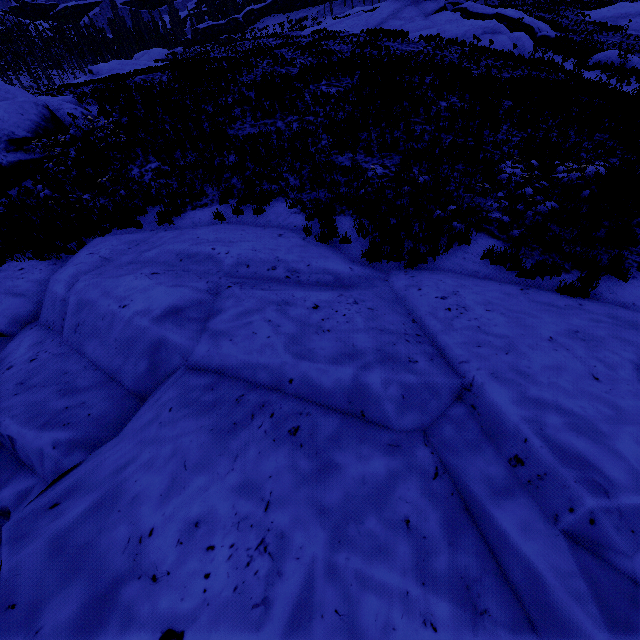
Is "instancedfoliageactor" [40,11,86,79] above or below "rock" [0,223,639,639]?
above

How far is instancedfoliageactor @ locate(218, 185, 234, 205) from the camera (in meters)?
9.93

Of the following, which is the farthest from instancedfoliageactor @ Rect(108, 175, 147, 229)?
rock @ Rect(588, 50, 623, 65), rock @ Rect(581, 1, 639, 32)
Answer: rock @ Rect(588, 50, 623, 65)

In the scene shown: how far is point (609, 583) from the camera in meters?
2.5 m

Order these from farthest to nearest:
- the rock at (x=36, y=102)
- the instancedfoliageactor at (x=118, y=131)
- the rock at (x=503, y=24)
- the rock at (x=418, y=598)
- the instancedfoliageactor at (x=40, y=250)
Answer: the rock at (x=503, y=24)
the rock at (x=36, y=102)
the instancedfoliageactor at (x=118, y=131)
the instancedfoliageactor at (x=40, y=250)
the rock at (x=418, y=598)

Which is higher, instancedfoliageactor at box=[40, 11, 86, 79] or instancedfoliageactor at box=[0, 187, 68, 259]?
instancedfoliageactor at box=[40, 11, 86, 79]

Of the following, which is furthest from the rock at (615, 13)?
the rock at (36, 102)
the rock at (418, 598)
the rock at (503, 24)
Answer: the rock at (36, 102)

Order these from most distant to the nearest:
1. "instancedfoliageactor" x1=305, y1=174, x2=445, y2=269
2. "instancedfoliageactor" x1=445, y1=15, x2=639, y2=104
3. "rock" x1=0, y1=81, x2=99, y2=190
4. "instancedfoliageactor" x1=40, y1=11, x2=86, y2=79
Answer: "instancedfoliageactor" x1=40, y1=11, x2=86, y2=79
"instancedfoliageactor" x1=445, y1=15, x2=639, y2=104
"rock" x1=0, y1=81, x2=99, y2=190
"instancedfoliageactor" x1=305, y1=174, x2=445, y2=269
